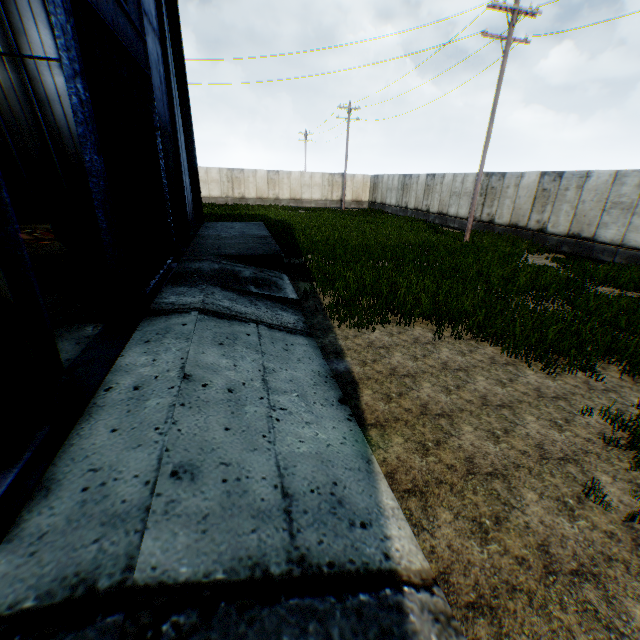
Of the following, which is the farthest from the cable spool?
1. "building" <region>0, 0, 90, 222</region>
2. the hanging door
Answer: "building" <region>0, 0, 90, 222</region>

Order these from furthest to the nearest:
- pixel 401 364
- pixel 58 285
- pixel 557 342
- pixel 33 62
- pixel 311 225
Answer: pixel 311 225, pixel 33 62, pixel 58 285, pixel 557 342, pixel 401 364

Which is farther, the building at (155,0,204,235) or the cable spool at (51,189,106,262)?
the building at (155,0,204,235)

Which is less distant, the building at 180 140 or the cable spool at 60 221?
the cable spool at 60 221

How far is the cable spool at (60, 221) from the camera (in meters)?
7.91

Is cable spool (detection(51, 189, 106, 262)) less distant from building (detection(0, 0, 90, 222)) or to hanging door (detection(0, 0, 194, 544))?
hanging door (detection(0, 0, 194, 544))

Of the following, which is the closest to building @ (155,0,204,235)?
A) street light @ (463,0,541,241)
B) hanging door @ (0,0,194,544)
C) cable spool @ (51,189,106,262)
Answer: hanging door @ (0,0,194,544)
